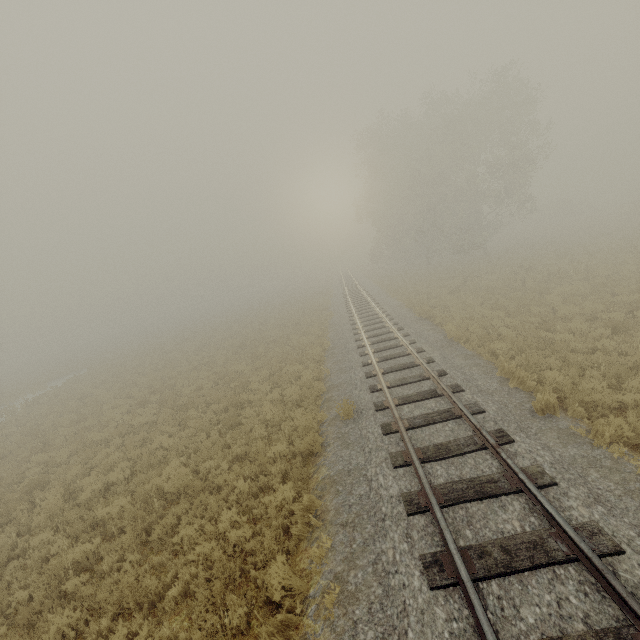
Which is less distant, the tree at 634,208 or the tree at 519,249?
the tree at 519,249

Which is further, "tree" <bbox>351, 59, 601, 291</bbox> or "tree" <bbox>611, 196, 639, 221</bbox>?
"tree" <bbox>611, 196, 639, 221</bbox>

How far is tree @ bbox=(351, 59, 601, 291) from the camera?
28.95m

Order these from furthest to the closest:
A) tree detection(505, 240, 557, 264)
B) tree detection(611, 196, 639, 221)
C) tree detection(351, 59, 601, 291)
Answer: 1. tree detection(611, 196, 639, 221)
2. tree detection(351, 59, 601, 291)
3. tree detection(505, 240, 557, 264)

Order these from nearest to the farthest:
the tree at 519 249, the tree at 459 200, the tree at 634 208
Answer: the tree at 519 249
the tree at 459 200
the tree at 634 208

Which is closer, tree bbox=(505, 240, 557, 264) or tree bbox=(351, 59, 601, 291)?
tree bbox=(505, 240, 557, 264)

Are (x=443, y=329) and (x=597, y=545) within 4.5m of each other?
no
